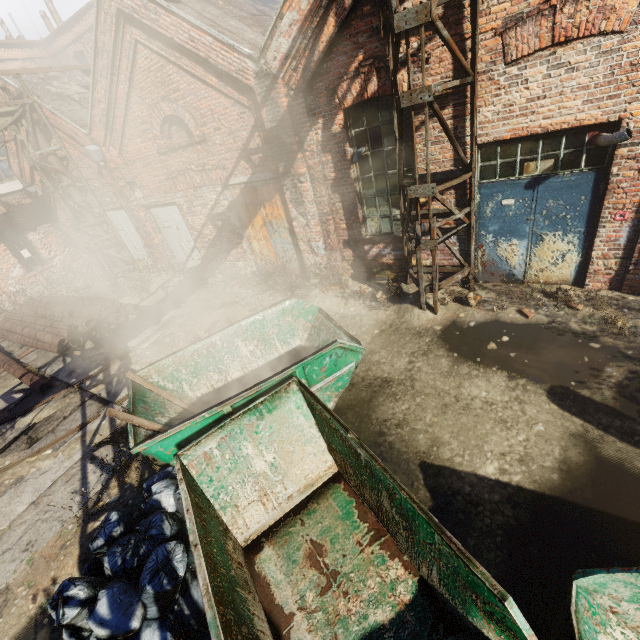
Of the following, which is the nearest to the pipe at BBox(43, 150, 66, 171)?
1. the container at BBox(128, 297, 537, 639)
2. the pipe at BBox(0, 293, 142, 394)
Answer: → the container at BBox(128, 297, 537, 639)

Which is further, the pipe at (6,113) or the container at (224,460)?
the pipe at (6,113)

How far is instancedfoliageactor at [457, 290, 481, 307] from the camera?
6.52m

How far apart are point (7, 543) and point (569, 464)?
8.1m

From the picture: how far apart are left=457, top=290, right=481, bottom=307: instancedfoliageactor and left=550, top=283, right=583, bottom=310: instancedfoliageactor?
1.0m

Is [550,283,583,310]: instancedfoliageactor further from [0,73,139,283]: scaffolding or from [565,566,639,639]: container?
[0,73,139,283]: scaffolding

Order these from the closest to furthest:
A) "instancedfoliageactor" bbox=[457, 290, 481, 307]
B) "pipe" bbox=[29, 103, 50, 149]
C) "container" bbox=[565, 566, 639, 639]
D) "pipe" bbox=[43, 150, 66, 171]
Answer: "container" bbox=[565, 566, 639, 639] → "instancedfoliageactor" bbox=[457, 290, 481, 307] → "pipe" bbox=[29, 103, 50, 149] → "pipe" bbox=[43, 150, 66, 171]

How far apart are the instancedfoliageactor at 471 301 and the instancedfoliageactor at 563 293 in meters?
1.0
